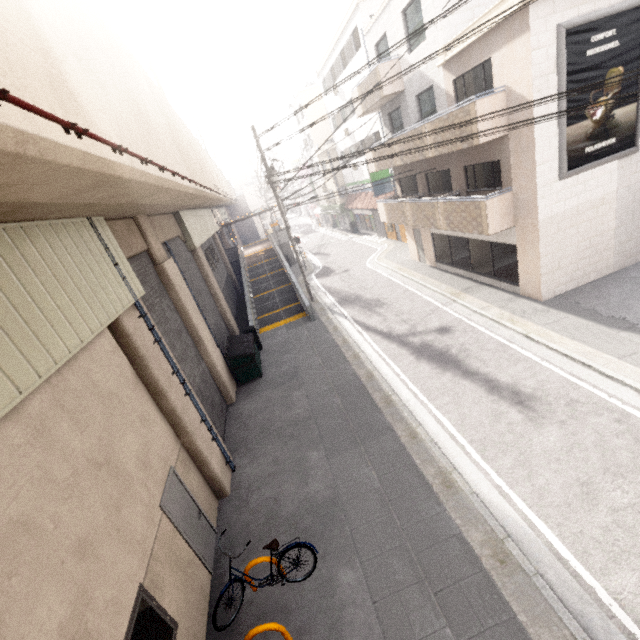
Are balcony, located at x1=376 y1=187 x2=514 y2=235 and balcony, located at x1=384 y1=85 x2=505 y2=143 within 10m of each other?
yes

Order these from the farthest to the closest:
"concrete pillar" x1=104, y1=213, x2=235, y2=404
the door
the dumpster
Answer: the dumpster < "concrete pillar" x1=104, y1=213, x2=235, y2=404 < the door

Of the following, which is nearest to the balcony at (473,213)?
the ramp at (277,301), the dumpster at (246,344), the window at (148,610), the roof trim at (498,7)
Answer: the roof trim at (498,7)

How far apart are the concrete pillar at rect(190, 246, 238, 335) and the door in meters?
11.2 m

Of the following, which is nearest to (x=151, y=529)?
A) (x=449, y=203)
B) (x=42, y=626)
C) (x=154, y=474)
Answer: (x=154, y=474)

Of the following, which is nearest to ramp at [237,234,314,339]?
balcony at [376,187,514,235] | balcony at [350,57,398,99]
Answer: balcony at [376,187,514,235]

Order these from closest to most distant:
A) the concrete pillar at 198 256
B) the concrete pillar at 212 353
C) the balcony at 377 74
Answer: the concrete pillar at 212 353, the balcony at 377 74, the concrete pillar at 198 256

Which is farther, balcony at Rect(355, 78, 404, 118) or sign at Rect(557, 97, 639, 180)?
balcony at Rect(355, 78, 404, 118)
